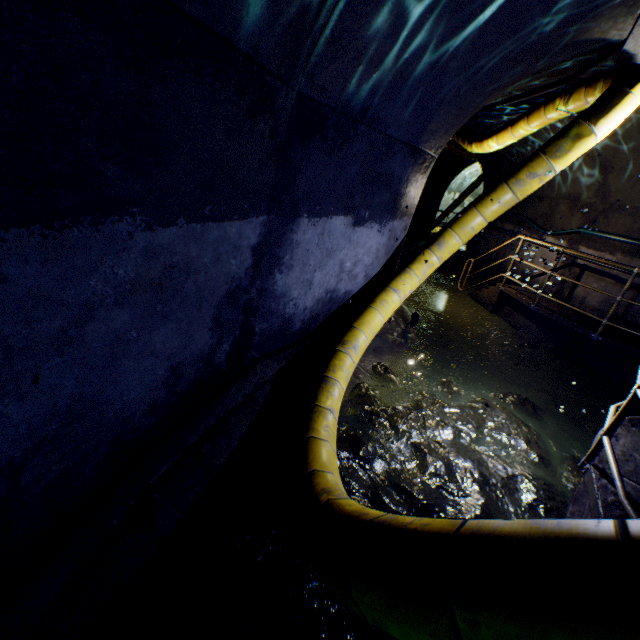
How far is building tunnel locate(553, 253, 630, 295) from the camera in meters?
6.7

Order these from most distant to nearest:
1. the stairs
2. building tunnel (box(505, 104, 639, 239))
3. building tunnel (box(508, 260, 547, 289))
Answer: the stairs → building tunnel (box(505, 104, 639, 239)) → building tunnel (box(508, 260, 547, 289))

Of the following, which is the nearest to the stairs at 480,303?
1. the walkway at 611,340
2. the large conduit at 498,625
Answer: the walkway at 611,340

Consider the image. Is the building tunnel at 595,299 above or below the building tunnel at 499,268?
above

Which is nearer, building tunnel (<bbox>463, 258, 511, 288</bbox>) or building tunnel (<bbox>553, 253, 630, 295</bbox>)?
building tunnel (<bbox>553, 253, 630, 295</bbox>)

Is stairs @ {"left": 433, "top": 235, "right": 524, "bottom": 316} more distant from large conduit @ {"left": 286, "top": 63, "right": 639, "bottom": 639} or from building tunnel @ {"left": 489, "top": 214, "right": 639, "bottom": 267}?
large conduit @ {"left": 286, "top": 63, "right": 639, "bottom": 639}

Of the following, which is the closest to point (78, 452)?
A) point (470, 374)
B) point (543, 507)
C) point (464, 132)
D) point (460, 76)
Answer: point (543, 507)
